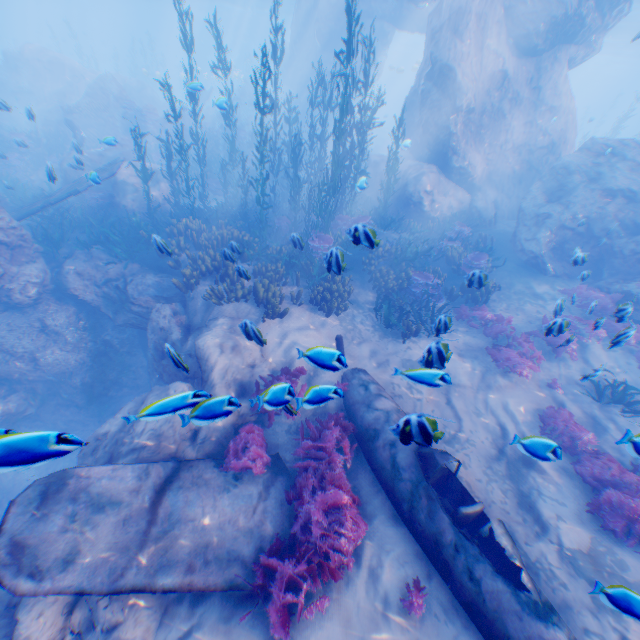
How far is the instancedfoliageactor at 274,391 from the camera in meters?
3.8 m

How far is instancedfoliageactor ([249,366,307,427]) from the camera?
3.8 meters

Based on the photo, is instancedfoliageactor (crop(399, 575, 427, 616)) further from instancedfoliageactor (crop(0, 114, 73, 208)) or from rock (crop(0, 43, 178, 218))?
rock (crop(0, 43, 178, 218))

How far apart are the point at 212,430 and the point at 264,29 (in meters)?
72.04

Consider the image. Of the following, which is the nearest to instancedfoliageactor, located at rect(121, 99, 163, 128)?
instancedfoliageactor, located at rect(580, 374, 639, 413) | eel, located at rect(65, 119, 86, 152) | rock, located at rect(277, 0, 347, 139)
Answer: rock, located at rect(277, 0, 347, 139)

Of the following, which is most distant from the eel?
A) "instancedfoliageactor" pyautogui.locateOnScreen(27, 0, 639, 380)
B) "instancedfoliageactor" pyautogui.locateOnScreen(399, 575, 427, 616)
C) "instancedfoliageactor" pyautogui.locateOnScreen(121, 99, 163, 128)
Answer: "instancedfoliageactor" pyautogui.locateOnScreen(399, 575, 427, 616)

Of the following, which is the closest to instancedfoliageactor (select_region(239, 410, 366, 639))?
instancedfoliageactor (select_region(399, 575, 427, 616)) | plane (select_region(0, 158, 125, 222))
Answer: plane (select_region(0, 158, 125, 222))

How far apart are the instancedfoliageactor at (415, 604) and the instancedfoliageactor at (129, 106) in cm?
2795
